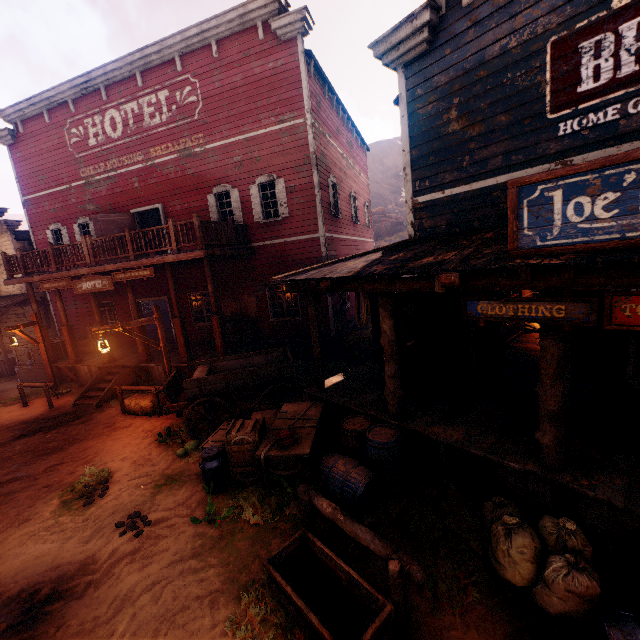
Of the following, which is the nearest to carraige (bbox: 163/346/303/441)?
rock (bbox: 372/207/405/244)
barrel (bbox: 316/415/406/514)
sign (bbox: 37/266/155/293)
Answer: barrel (bbox: 316/415/406/514)

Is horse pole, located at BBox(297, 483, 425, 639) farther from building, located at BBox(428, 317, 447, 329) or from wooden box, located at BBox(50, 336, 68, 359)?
wooden box, located at BBox(50, 336, 68, 359)

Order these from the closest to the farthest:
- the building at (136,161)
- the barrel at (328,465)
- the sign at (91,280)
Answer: the building at (136,161) < the barrel at (328,465) < the sign at (91,280)

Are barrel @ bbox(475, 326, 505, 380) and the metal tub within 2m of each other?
yes

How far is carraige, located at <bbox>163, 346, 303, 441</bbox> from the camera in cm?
784

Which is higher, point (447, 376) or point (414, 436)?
point (447, 376)

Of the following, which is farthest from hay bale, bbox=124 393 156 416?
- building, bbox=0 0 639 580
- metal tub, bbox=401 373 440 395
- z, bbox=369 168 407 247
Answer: metal tub, bbox=401 373 440 395

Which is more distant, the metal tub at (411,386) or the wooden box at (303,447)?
the metal tub at (411,386)
